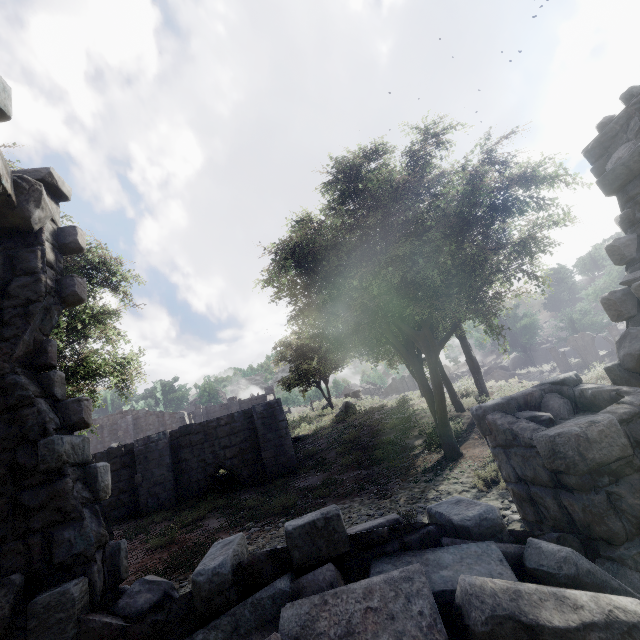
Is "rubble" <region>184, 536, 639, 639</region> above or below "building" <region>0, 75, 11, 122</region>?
below

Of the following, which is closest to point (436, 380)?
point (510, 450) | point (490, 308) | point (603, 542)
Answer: point (490, 308)

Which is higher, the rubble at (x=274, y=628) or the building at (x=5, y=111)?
the building at (x=5, y=111)

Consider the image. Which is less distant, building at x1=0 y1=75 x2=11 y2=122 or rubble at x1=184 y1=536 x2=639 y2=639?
rubble at x1=184 y1=536 x2=639 y2=639

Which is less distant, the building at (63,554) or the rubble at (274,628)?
the rubble at (274,628)
